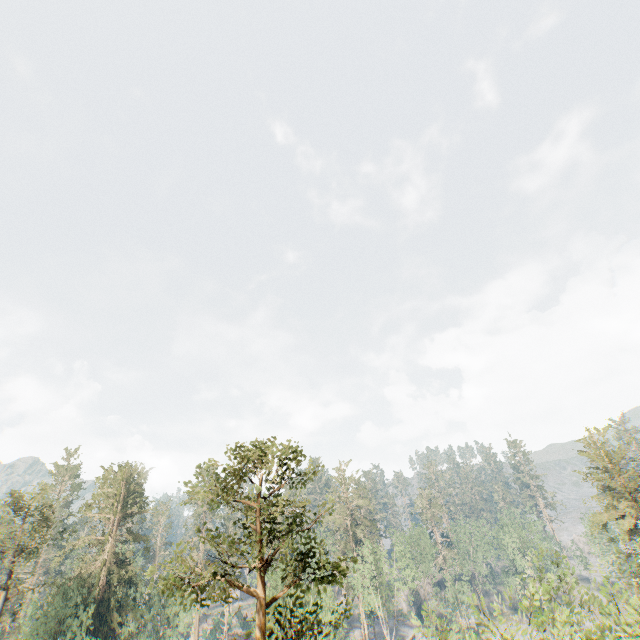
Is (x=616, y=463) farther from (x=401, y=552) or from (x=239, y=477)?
(x=239, y=477)

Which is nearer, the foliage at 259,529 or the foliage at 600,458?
the foliage at 600,458

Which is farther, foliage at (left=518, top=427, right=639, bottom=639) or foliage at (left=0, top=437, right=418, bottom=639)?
foliage at (left=0, top=437, right=418, bottom=639)
